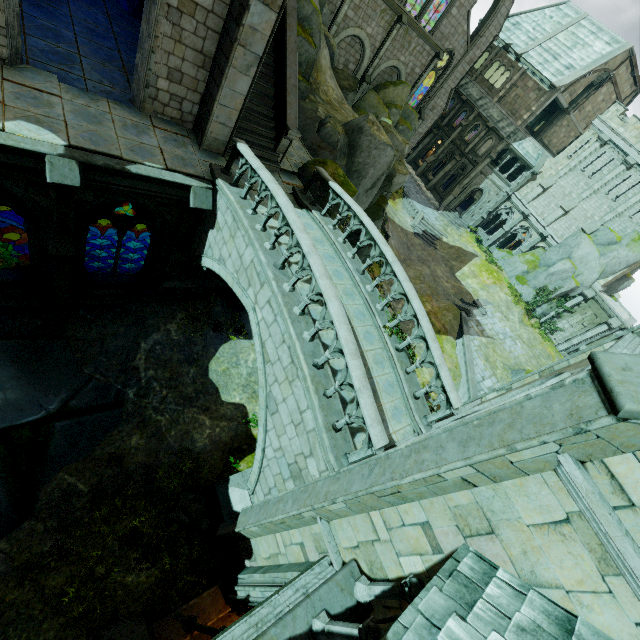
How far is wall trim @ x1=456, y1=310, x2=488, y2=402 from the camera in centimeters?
2086cm

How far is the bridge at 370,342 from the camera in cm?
845

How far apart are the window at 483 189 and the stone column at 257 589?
41.56m

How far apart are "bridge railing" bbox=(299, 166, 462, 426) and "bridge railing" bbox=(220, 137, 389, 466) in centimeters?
266cm

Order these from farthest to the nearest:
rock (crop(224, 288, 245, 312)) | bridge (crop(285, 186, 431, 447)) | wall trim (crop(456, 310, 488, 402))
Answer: wall trim (crop(456, 310, 488, 402)) → rock (crop(224, 288, 245, 312)) → bridge (crop(285, 186, 431, 447))

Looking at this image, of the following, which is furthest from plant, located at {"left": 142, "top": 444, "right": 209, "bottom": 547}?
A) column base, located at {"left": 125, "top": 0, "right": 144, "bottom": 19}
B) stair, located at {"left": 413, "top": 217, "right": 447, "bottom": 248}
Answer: stair, located at {"left": 413, "top": 217, "right": 447, "bottom": 248}

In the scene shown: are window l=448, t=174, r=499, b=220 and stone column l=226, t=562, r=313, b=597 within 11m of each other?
no

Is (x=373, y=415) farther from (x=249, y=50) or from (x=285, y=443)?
(x=249, y=50)
